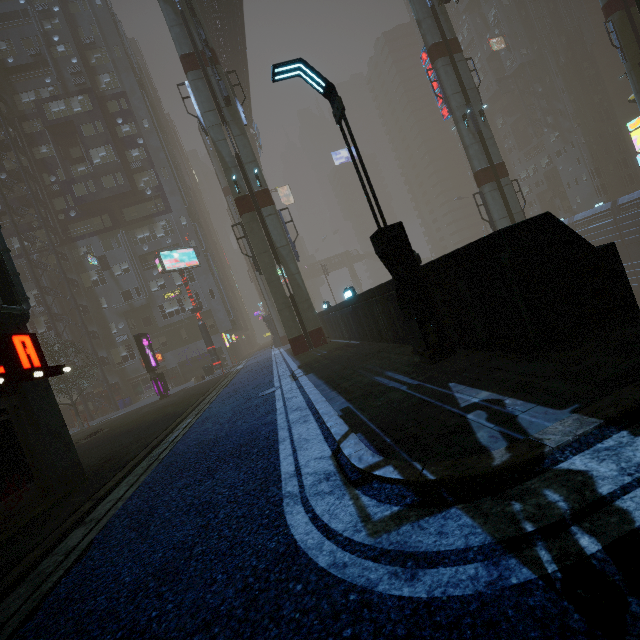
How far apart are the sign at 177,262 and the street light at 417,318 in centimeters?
2422cm

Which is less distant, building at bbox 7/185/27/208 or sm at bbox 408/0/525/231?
sm at bbox 408/0/525/231

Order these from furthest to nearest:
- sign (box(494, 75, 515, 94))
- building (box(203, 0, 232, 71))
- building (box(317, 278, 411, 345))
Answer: sign (box(494, 75, 515, 94)), building (box(203, 0, 232, 71)), building (box(317, 278, 411, 345))

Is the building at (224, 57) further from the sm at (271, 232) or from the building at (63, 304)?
the building at (63, 304)

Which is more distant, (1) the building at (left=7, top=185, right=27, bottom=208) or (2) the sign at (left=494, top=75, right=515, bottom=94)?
(2) the sign at (left=494, top=75, right=515, bottom=94)

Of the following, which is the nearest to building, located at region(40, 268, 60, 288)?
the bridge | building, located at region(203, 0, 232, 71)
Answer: the bridge

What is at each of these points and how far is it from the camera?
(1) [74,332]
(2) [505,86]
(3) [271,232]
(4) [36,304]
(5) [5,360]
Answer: (1) building, 35.0 meters
(2) sign, 57.4 meters
(3) sm, 19.3 meters
(4) building, 34.7 meters
(5) sign, 6.4 meters

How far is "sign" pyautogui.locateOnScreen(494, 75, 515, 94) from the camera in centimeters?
5723cm
